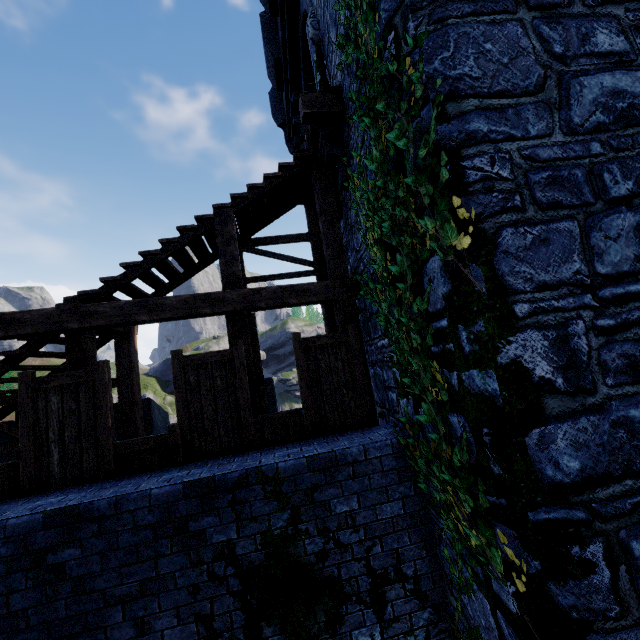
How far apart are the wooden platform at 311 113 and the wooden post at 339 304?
2.8m

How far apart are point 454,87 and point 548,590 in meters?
3.9

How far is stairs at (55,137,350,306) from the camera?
5.72m

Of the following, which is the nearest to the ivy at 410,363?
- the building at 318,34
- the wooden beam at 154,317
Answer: the building at 318,34

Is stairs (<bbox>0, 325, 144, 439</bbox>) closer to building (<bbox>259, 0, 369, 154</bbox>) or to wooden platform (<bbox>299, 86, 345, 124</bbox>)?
building (<bbox>259, 0, 369, 154</bbox>)

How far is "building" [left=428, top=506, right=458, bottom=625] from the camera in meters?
3.6 m

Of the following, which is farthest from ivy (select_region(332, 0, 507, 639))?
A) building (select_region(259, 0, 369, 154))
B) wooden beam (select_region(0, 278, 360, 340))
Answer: wooden beam (select_region(0, 278, 360, 340))

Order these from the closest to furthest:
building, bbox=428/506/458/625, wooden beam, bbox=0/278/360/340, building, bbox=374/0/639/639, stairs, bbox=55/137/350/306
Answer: building, bbox=374/0/639/639 < building, bbox=428/506/458/625 < wooden beam, bbox=0/278/360/340 < stairs, bbox=55/137/350/306
